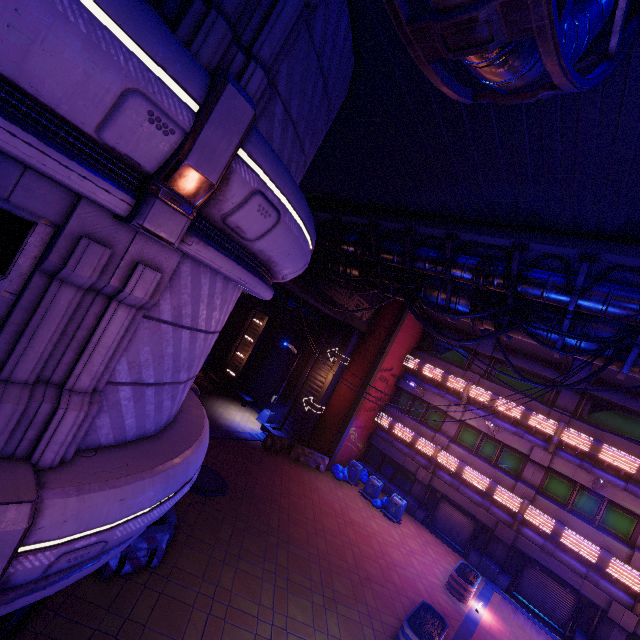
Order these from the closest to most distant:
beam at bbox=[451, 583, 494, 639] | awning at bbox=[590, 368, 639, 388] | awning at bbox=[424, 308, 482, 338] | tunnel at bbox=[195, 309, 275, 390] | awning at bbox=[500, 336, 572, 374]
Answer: beam at bbox=[451, 583, 494, 639], awning at bbox=[590, 368, 639, 388], awning at bbox=[500, 336, 572, 374], awning at bbox=[424, 308, 482, 338], tunnel at bbox=[195, 309, 275, 390]

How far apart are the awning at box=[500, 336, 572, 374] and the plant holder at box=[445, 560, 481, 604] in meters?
11.5 m

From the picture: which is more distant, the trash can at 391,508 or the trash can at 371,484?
the trash can at 371,484

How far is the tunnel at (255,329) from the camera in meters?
27.2 m

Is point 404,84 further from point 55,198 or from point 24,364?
point 24,364

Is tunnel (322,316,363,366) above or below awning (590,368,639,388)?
below

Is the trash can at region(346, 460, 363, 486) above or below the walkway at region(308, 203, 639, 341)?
below

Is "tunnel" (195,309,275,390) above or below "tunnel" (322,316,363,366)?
below
